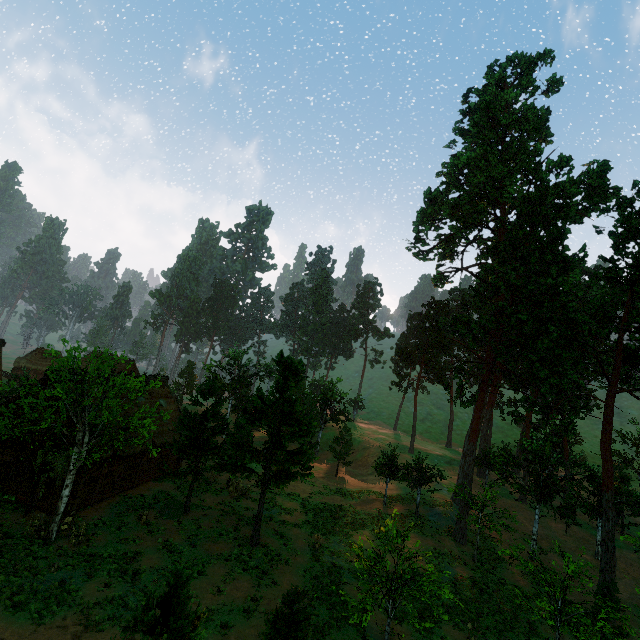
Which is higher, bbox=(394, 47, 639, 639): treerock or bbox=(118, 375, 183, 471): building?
bbox=(394, 47, 639, 639): treerock

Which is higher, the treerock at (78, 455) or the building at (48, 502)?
the treerock at (78, 455)

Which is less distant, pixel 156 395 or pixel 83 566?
pixel 83 566

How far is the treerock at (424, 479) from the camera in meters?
28.3 m

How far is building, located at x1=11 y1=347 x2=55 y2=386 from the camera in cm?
2094

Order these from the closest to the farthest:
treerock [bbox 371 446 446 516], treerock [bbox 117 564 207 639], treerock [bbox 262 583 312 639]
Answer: treerock [bbox 117 564 207 639] → treerock [bbox 262 583 312 639] → treerock [bbox 371 446 446 516]

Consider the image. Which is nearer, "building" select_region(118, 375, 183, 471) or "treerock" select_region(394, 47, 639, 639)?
"treerock" select_region(394, 47, 639, 639)
